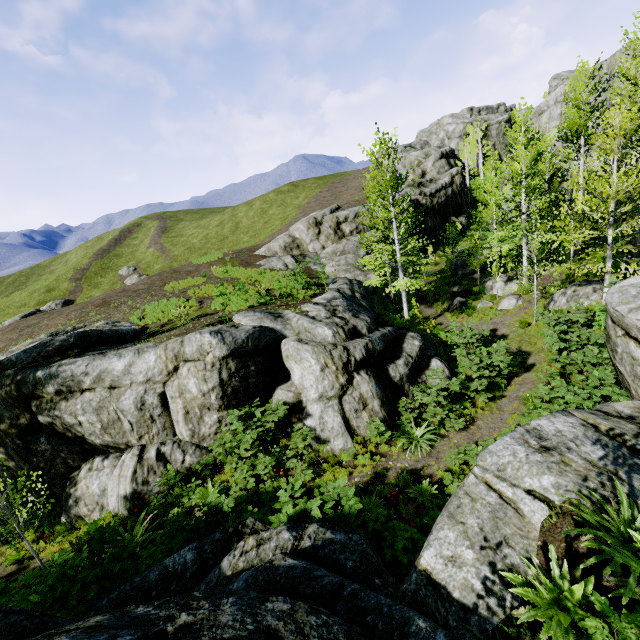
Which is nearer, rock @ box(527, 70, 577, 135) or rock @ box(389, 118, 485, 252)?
rock @ box(527, 70, 577, 135)

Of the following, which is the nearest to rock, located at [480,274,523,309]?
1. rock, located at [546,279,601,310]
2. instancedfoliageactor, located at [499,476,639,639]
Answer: rock, located at [546,279,601,310]

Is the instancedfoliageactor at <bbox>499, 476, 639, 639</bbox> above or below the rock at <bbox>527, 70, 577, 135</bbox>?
below

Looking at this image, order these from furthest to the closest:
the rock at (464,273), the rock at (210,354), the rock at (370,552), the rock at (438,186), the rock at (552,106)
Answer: the rock at (438,186), the rock at (552,106), the rock at (464,273), the rock at (210,354), the rock at (370,552)

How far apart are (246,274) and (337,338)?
12.99m

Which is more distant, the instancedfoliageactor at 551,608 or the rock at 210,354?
the rock at 210,354

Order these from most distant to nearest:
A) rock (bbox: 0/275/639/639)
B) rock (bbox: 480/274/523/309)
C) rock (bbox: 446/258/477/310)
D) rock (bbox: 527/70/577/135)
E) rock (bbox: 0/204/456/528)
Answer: rock (bbox: 527/70/577/135), rock (bbox: 446/258/477/310), rock (bbox: 480/274/523/309), rock (bbox: 0/204/456/528), rock (bbox: 0/275/639/639)

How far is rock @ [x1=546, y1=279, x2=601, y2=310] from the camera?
15.6 meters
